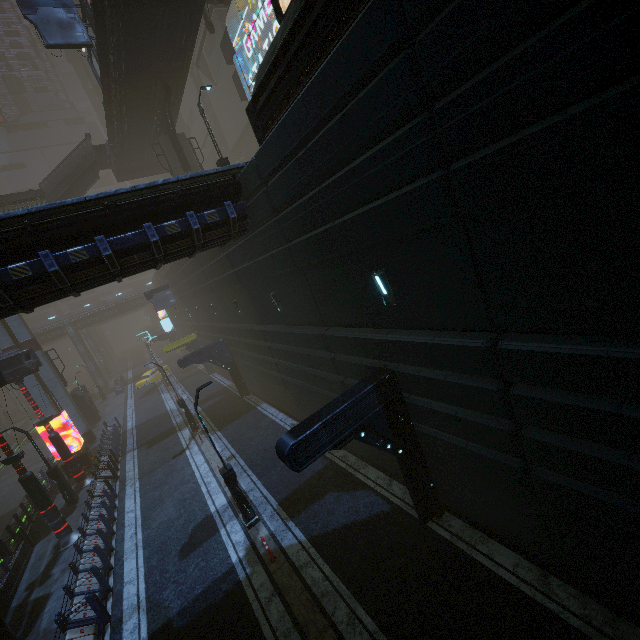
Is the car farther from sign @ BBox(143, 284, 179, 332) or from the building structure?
the building structure

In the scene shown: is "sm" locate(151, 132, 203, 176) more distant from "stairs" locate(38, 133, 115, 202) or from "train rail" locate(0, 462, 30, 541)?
"train rail" locate(0, 462, 30, 541)

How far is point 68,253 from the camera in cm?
886

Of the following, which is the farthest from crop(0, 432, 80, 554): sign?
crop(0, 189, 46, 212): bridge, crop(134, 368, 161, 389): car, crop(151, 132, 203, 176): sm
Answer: Answer: crop(0, 189, 46, 212): bridge

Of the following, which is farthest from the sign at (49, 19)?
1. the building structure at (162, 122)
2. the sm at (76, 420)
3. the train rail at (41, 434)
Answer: the train rail at (41, 434)

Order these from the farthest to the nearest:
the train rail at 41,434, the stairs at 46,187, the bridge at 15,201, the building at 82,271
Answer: the train rail at 41,434, the stairs at 46,187, the bridge at 15,201, the building at 82,271

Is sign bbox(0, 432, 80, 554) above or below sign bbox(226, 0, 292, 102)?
below

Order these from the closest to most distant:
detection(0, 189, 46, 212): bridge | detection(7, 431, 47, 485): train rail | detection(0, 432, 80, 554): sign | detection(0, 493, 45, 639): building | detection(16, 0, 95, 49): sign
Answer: detection(0, 493, 45, 639): building → detection(0, 432, 80, 554): sign → detection(16, 0, 95, 49): sign → detection(0, 189, 46, 212): bridge → detection(7, 431, 47, 485): train rail
